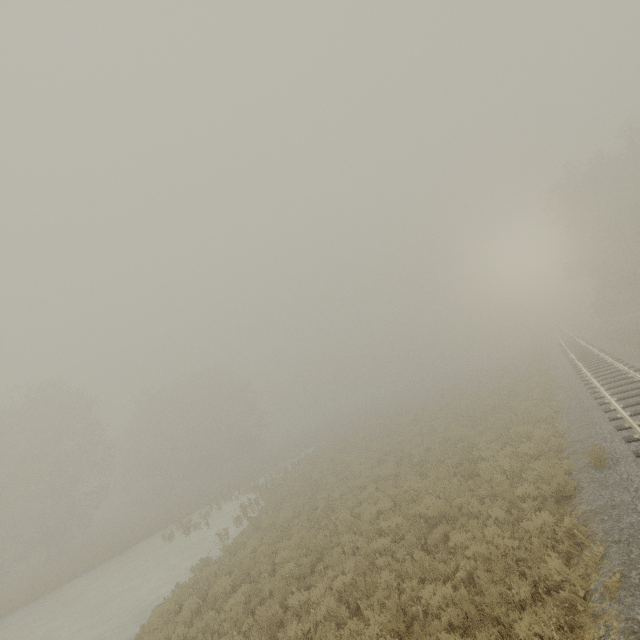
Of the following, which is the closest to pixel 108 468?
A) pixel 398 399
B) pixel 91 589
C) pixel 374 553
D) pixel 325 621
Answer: pixel 91 589
